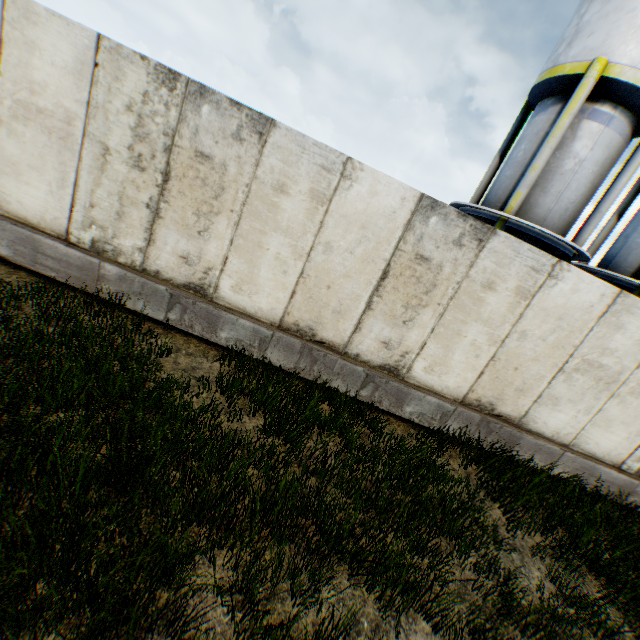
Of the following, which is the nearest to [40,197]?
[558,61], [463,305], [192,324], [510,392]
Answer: [192,324]
